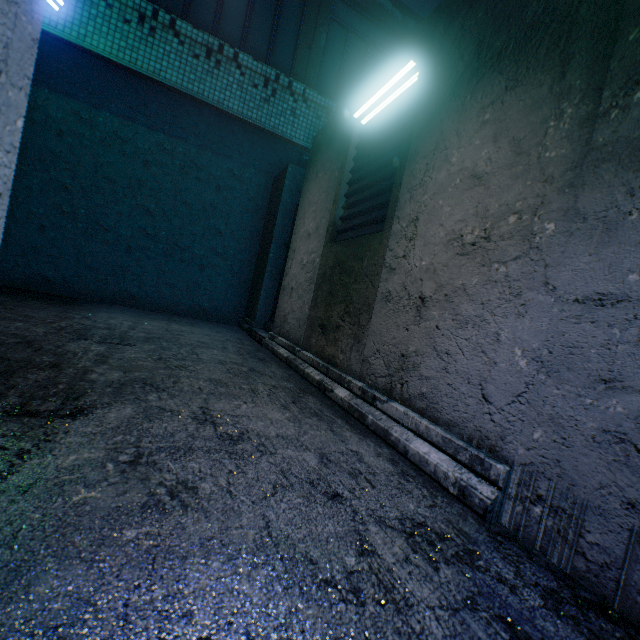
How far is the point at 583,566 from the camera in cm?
101

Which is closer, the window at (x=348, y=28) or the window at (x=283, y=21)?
the window at (x=283, y=21)

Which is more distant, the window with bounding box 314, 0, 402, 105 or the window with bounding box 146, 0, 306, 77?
the window with bounding box 314, 0, 402, 105
